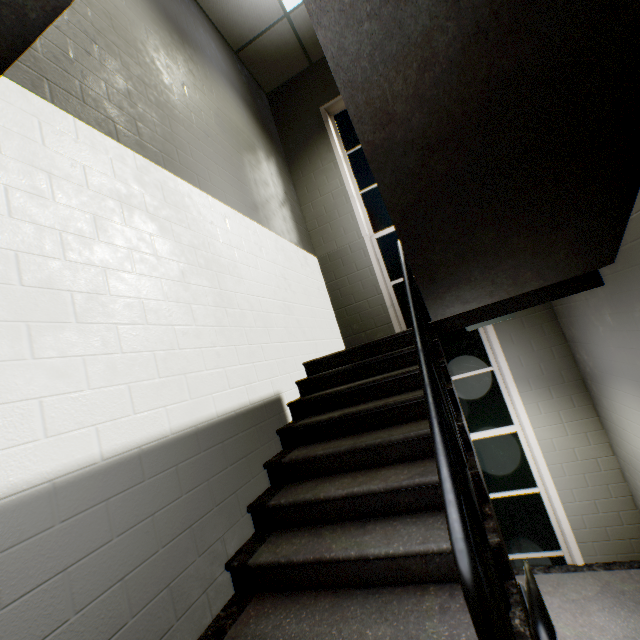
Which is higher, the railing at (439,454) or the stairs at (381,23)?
the stairs at (381,23)

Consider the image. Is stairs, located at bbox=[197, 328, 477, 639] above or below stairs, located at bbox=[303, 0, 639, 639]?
below

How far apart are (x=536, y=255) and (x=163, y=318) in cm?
279

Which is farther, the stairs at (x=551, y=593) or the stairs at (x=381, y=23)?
the stairs at (x=551, y=593)

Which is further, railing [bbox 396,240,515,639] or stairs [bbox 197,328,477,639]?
stairs [bbox 197,328,477,639]

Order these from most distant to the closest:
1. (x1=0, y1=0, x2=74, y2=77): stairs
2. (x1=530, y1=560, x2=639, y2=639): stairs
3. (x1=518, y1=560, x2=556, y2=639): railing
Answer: (x1=530, y1=560, x2=639, y2=639): stairs < (x1=0, y1=0, x2=74, y2=77): stairs < (x1=518, y1=560, x2=556, y2=639): railing

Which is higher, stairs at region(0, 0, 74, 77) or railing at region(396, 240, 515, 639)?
stairs at region(0, 0, 74, 77)
